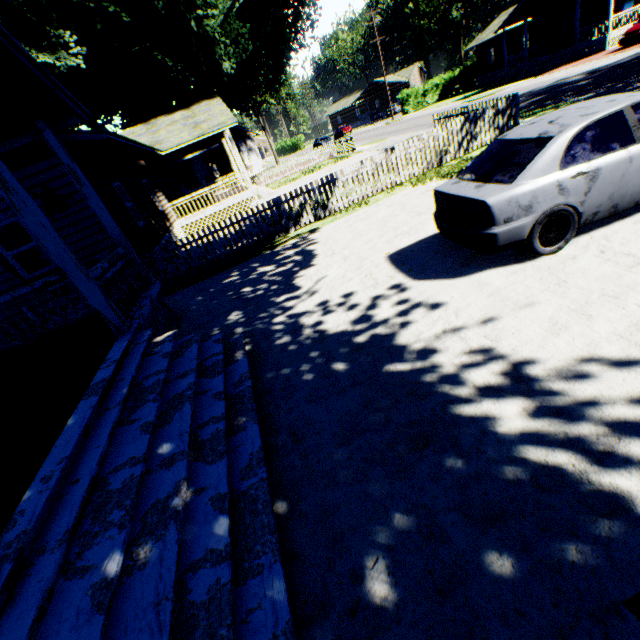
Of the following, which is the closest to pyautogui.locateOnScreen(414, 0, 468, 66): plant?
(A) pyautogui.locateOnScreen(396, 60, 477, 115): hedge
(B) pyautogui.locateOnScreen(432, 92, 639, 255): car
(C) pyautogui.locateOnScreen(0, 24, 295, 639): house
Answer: (C) pyautogui.locateOnScreen(0, 24, 295, 639): house

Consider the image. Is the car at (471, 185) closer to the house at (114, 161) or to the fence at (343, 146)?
the house at (114, 161)

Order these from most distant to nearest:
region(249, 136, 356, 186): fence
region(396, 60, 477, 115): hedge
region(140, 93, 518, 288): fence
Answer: region(396, 60, 477, 115): hedge, region(249, 136, 356, 186): fence, region(140, 93, 518, 288): fence

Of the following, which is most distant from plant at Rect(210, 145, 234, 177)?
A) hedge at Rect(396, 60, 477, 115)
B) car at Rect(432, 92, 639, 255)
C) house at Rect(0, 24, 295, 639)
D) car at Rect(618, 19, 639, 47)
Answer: car at Rect(618, 19, 639, 47)

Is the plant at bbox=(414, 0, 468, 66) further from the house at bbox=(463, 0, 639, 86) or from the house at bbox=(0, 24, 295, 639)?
the house at bbox=(463, 0, 639, 86)

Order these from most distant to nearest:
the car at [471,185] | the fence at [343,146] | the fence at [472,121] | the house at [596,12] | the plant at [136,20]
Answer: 1. the fence at [343,146]
2. the house at [596,12]
3. the plant at [136,20]
4. the fence at [472,121]
5. the car at [471,185]

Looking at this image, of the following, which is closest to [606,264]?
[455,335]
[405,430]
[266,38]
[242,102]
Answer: [455,335]

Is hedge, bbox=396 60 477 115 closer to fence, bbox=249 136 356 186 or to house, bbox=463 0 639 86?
house, bbox=463 0 639 86
